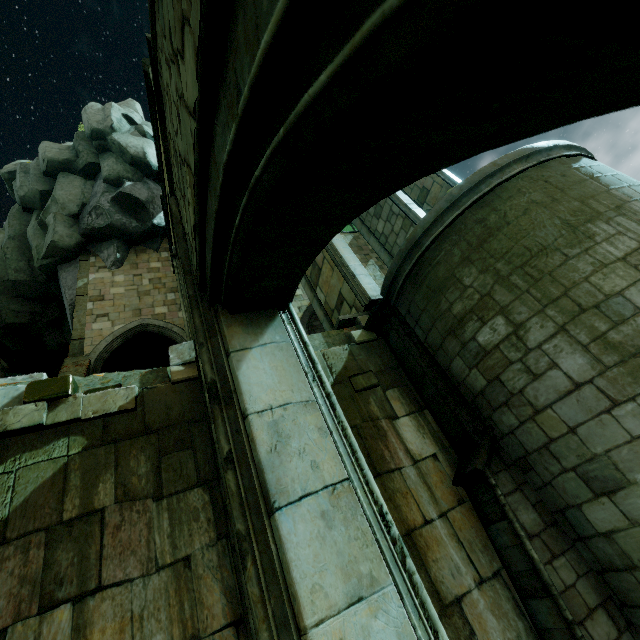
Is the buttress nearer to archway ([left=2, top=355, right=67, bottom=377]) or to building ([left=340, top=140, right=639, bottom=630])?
building ([left=340, top=140, right=639, bottom=630])

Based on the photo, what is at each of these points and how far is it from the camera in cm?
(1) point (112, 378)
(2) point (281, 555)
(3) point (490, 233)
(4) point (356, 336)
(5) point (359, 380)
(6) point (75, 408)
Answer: (1) stone column, 614
(2) stone column, 159
(3) building, 570
(4) brick, 750
(5) brick, 670
(6) brick, 516

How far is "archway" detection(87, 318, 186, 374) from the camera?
11.6 meters

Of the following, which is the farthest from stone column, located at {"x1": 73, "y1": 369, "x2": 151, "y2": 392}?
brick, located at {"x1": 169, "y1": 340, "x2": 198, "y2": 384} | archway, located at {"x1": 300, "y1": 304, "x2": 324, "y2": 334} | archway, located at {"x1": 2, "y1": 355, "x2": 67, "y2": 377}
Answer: archway, located at {"x1": 2, "y1": 355, "x2": 67, "y2": 377}

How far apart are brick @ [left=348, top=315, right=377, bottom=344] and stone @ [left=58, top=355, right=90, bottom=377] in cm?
904

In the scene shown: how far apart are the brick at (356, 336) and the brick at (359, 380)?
0.72m

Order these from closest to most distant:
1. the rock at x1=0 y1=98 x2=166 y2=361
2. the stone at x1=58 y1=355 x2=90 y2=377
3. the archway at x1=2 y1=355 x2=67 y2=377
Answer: the stone at x1=58 y1=355 x2=90 y2=377 → the rock at x1=0 y1=98 x2=166 y2=361 → the archway at x1=2 y1=355 x2=67 y2=377

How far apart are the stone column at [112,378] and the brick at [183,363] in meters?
0.0 m
